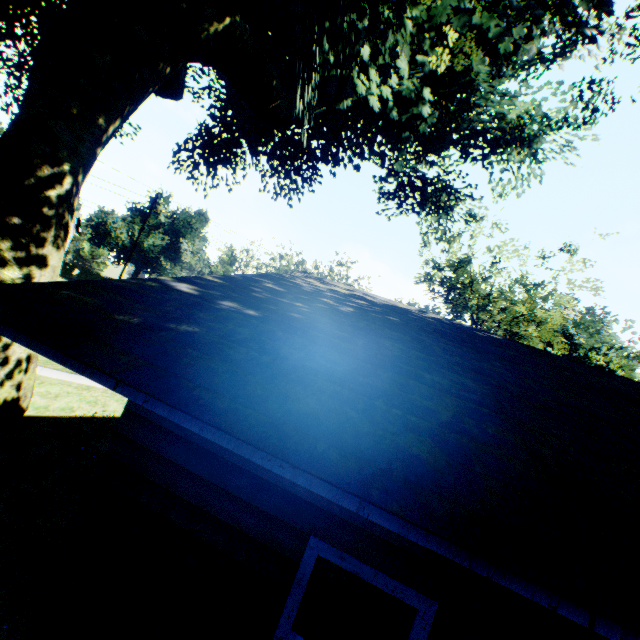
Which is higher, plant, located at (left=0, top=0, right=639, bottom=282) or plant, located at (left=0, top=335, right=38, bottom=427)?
plant, located at (left=0, top=0, right=639, bottom=282)

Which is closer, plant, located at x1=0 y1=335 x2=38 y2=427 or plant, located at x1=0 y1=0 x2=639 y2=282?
plant, located at x1=0 y1=0 x2=639 y2=282

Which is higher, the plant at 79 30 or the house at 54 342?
the plant at 79 30

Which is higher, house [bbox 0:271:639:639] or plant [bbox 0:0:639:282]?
plant [bbox 0:0:639:282]

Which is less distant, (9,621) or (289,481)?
(289,481)

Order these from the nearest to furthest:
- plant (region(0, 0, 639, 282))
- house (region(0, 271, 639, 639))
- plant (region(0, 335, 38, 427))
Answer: house (region(0, 271, 639, 639)), plant (region(0, 0, 639, 282)), plant (region(0, 335, 38, 427))

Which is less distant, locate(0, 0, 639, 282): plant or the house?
the house

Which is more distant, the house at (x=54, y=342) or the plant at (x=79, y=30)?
the plant at (x=79, y=30)
